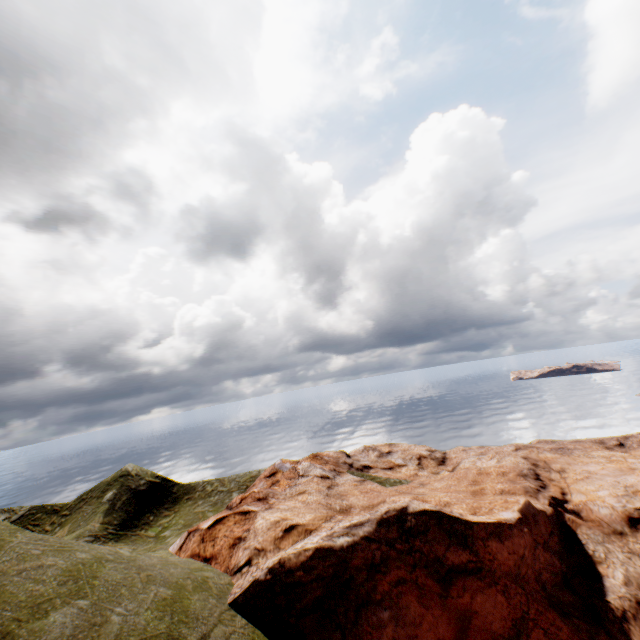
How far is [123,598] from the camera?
11.2m
